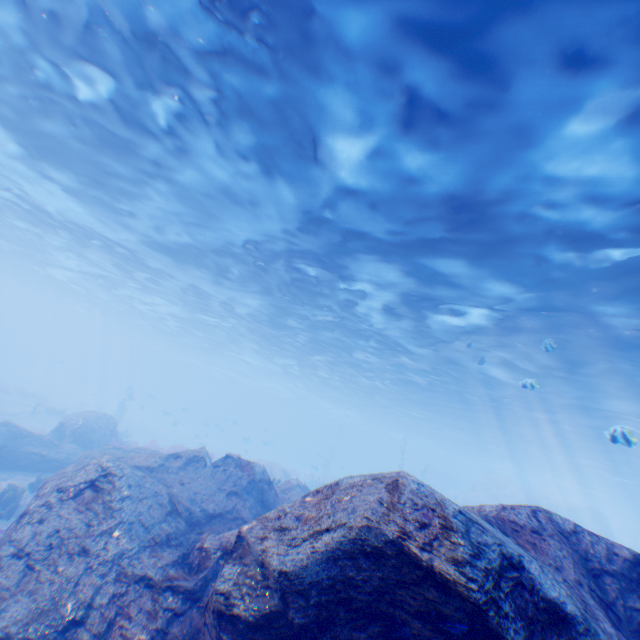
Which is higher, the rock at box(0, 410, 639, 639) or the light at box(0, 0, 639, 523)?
the light at box(0, 0, 639, 523)

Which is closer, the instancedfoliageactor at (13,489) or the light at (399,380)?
the light at (399,380)

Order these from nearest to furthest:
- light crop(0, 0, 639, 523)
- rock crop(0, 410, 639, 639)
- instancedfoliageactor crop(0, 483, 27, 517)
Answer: rock crop(0, 410, 639, 639) < light crop(0, 0, 639, 523) < instancedfoliageactor crop(0, 483, 27, 517)

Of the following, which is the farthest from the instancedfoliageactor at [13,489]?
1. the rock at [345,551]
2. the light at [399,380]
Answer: the light at [399,380]

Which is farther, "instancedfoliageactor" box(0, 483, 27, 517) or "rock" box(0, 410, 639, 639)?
"instancedfoliageactor" box(0, 483, 27, 517)

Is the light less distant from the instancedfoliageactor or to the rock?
the rock

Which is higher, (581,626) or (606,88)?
(606,88)
